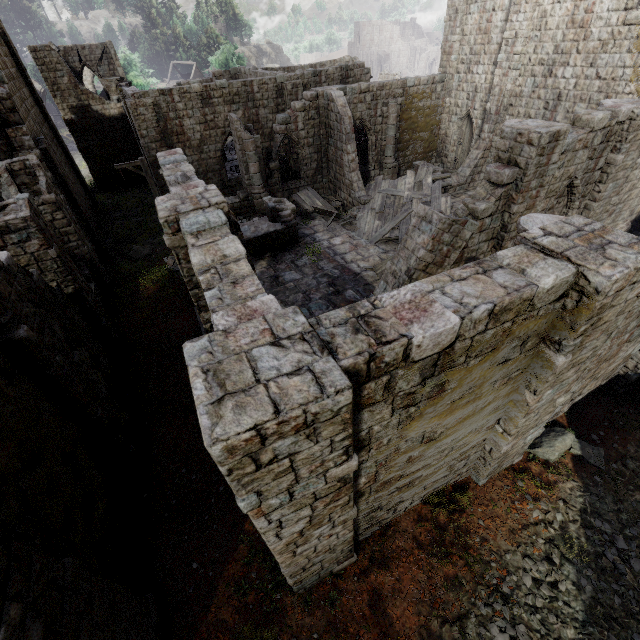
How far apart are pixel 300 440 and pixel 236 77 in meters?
34.1 m

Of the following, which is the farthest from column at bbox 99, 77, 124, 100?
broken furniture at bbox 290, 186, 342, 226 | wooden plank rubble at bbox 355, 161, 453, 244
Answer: wooden plank rubble at bbox 355, 161, 453, 244

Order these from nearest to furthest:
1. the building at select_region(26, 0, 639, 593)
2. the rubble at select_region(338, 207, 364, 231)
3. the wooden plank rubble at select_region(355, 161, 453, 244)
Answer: the building at select_region(26, 0, 639, 593) < the wooden plank rubble at select_region(355, 161, 453, 244) < the rubble at select_region(338, 207, 364, 231)

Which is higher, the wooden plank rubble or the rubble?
the wooden plank rubble

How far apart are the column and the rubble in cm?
2474

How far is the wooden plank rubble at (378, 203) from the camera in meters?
17.0 m

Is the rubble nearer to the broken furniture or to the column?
the broken furniture

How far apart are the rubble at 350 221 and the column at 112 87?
24.74m
